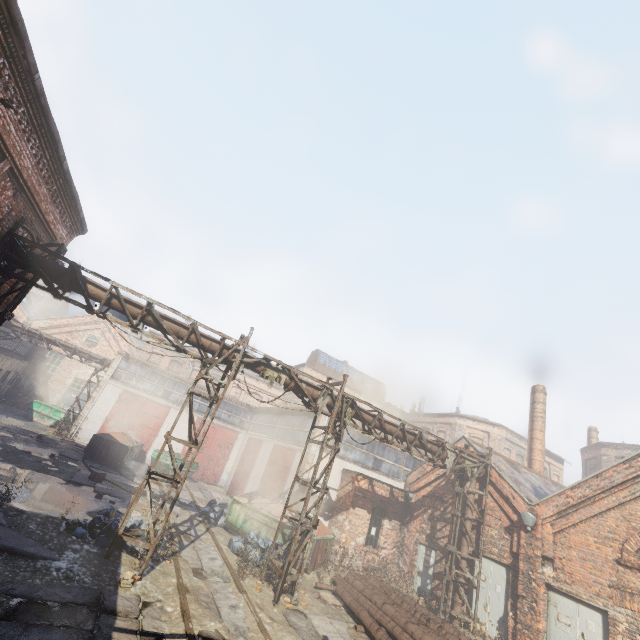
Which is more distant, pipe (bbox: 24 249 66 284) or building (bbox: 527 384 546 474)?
building (bbox: 527 384 546 474)

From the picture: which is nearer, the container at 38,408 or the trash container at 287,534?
the trash container at 287,534

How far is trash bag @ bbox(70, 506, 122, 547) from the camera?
8.4 meters

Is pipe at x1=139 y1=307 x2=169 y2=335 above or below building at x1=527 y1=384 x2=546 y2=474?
below

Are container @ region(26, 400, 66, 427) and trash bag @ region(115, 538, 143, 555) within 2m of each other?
no

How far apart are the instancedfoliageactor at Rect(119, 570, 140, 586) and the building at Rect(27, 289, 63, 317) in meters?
67.5

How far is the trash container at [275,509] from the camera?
13.8 meters

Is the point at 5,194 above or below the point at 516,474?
above
